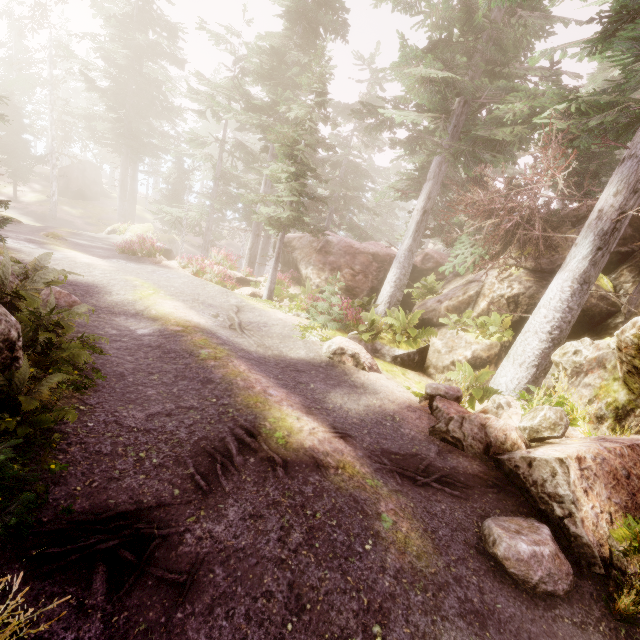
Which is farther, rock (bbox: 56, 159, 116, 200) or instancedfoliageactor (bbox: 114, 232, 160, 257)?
rock (bbox: 56, 159, 116, 200)

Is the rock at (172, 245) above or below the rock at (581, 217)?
below

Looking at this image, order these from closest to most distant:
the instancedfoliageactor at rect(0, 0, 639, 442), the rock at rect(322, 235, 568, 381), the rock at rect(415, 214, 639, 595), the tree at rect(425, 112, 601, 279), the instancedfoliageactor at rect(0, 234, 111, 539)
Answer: the instancedfoliageactor at rect(0, 234, 111, 539), the rock at rect(415, 214, 639, 595), the instancedfoliageactor at rect(0, 0, 639, 442), the tree at rect(425, 112, 601, 279), the rock at rect(322, 235, 568, 381)

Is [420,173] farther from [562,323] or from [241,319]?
[241,319]

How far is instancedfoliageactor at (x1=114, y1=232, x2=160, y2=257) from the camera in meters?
17.2

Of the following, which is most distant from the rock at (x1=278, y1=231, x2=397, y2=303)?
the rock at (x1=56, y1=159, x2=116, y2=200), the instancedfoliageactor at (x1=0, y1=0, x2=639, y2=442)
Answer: the rock at (x1=56, y1=159, x2=116, y2=200)

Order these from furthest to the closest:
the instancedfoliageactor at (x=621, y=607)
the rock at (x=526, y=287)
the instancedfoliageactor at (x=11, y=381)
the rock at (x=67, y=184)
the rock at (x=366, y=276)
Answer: the rock at (x=67, y=184) < the rock at (x=366, y=276) < the rock at (x=526, y=287) < the instancedfoliageactor at (x=621, y=607) < the instancedfoliageactor at (x=11, y=381)

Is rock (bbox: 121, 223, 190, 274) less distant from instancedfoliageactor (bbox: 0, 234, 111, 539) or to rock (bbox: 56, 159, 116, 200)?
instancedfoliageactor (bbox: 0, 234, 111, 539)
